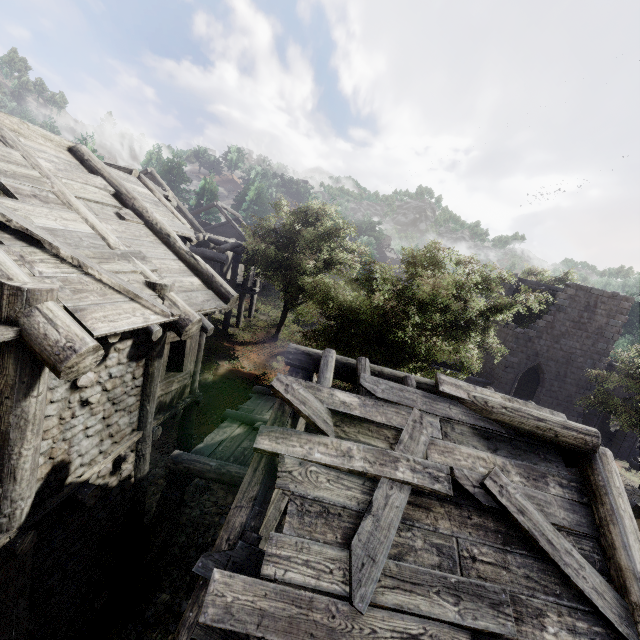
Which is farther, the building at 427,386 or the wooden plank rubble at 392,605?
the building at 427,386

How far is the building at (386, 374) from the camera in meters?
5.5

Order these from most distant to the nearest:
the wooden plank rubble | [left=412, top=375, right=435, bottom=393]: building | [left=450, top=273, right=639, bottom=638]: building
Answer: [left=412, top=375, right=435, bottom=393]: building
[left=450, top=273, right=639, bottom=638]: building
the wooden plank rubble

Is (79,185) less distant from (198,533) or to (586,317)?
(198,533)

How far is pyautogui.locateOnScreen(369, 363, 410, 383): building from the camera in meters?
5.5 m

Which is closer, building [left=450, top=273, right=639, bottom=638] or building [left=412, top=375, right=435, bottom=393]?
building [left=450, top=273, right=639, bottom=638]
